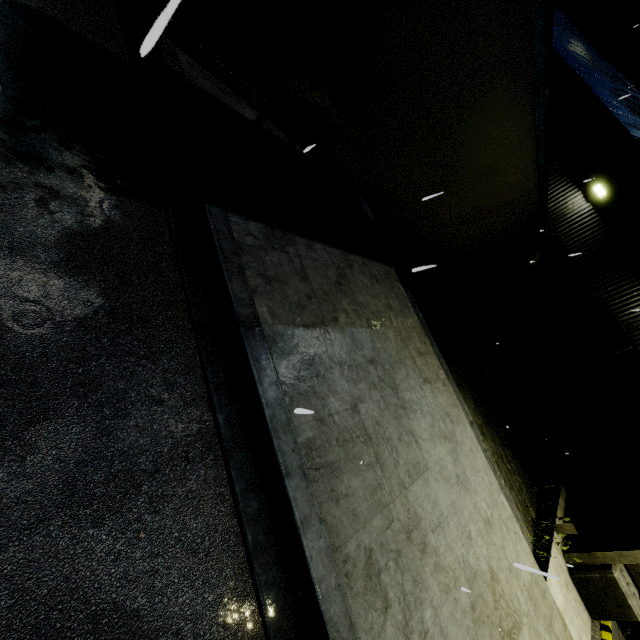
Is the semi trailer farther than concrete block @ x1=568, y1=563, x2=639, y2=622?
No

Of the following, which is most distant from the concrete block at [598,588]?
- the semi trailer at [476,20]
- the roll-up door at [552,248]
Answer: the roll-up door at [552,248]

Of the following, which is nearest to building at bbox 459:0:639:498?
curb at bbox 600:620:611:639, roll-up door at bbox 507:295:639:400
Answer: roll-up door at bbox 507:295:639:400

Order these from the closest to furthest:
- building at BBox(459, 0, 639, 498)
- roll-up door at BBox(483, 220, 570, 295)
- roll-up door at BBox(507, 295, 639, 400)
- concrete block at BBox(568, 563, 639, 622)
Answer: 1. concrete block at BBox(568, 563, 639, 622)
2. building at BBox(459, 0, 639, 498)
3. roll-up door at BBox(507, 295, 639, 400)
4. roll-up door at BBox(483, 220, 570, 295)

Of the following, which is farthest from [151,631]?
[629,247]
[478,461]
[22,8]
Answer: [629,247]

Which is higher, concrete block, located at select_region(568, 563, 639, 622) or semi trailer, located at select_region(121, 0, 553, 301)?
semi trailer, located at select_region(121, 0, 553, 301)

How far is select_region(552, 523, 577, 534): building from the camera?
8.12m

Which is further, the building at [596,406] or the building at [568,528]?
the building at [596,406]
